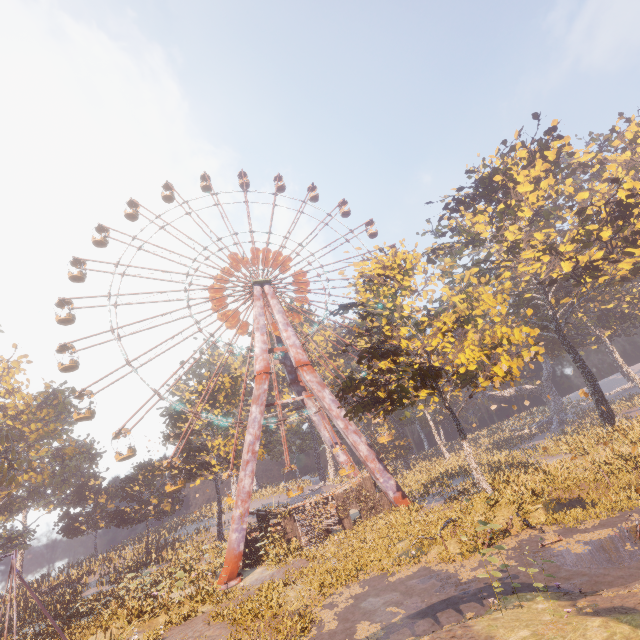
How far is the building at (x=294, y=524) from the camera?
27.09m

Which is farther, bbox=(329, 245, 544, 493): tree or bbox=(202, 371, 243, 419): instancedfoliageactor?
bbox=(202, 371, 243, 419): instancedfoliageactor

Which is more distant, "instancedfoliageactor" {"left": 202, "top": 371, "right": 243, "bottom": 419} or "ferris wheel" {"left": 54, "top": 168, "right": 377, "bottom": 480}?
"instancedfoliageactor" {"left": 202, "top": 371, "right": 243, "bottom": 419}

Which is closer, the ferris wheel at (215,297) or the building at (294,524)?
the building at (294,524)

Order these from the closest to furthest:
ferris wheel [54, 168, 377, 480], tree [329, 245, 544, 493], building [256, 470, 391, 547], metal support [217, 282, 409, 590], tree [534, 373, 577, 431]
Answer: tree [329, 245, 544, 493]
metal support [217, 282, 409, 590]
building [256, 470, 391, 547]
ferris wheel [54, 168, 377, 480]
tree [534, 373, 577, 431]

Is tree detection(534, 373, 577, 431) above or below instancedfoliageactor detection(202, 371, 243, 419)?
below

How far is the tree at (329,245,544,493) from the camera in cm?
1977

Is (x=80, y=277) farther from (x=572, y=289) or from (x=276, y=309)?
(x=572, y=289)
